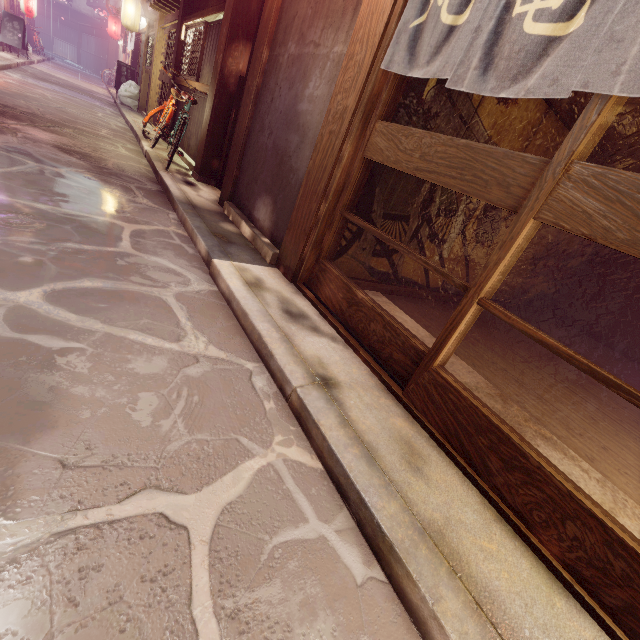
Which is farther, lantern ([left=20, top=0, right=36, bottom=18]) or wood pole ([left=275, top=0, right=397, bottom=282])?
lantern ([left=20, top=0, right=36, bottom=18])

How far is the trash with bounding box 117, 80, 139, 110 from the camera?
23.7m

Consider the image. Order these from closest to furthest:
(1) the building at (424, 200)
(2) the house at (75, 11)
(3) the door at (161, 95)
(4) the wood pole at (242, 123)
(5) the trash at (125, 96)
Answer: (1) the building at (424, 200) < (4) the wood pole at (242, 123) < (3) the door at (161, 95) < (5) the trash at (125, 96) < (2) the house at (75, 11)

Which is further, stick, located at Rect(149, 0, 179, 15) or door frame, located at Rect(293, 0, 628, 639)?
stick, located at Rect(149, 0, 179, 15)

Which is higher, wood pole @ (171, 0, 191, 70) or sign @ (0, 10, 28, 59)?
wood pole @ (171, 0, 191, 70)

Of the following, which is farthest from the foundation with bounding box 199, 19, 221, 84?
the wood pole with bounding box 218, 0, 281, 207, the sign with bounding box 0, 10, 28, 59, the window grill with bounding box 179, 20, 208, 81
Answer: the sign with bounding box 0, 10, 28, 59

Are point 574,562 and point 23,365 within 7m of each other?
yes

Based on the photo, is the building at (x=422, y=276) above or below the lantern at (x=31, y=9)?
below
